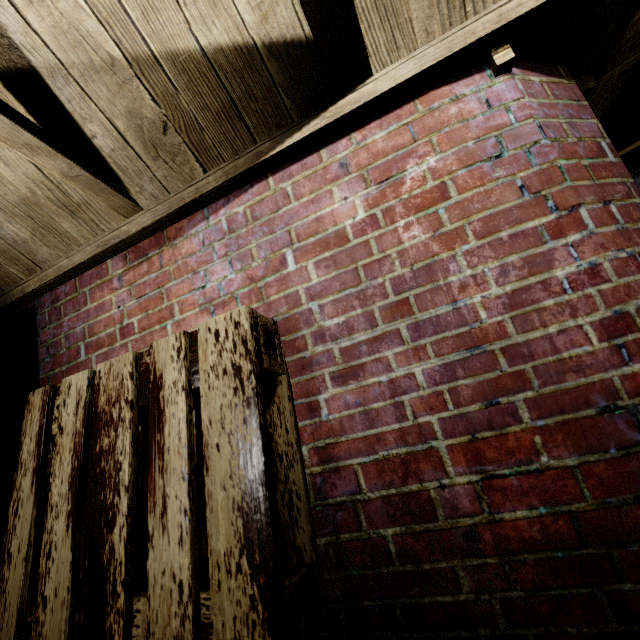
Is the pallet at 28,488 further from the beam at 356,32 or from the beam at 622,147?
the beam at 622,147

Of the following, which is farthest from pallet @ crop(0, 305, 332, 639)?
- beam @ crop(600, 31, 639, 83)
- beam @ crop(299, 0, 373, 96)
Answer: beam @ crop(600, 31, 639, 83)

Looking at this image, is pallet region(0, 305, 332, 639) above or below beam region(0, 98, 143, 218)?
below

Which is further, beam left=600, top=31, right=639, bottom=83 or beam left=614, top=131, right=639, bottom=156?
beam left=614, top=131, right=639, bottom=156

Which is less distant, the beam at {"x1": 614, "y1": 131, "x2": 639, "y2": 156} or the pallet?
the pallet

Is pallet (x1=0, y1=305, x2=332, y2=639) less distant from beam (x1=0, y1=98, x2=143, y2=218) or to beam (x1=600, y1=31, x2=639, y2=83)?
beam (x1=0, y1=98, x2=143, y2=218)

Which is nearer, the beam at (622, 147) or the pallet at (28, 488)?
the pallet at (28, 488)

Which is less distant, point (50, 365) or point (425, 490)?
point (425, 490)
